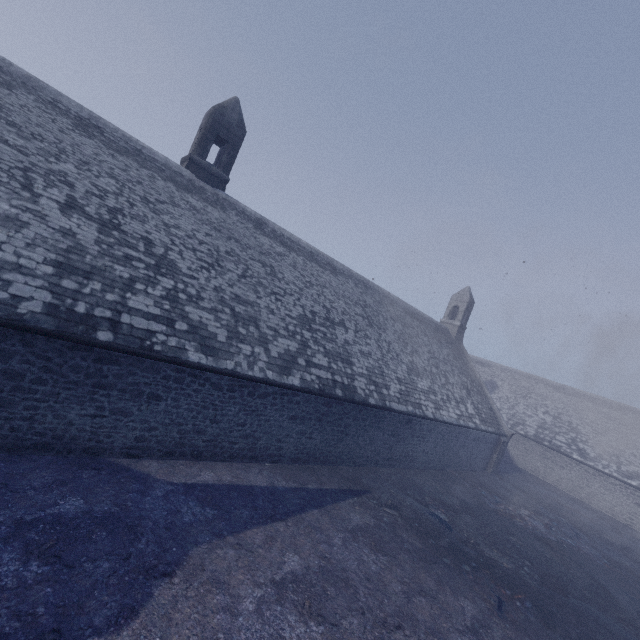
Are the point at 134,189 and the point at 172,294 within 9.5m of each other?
yes
